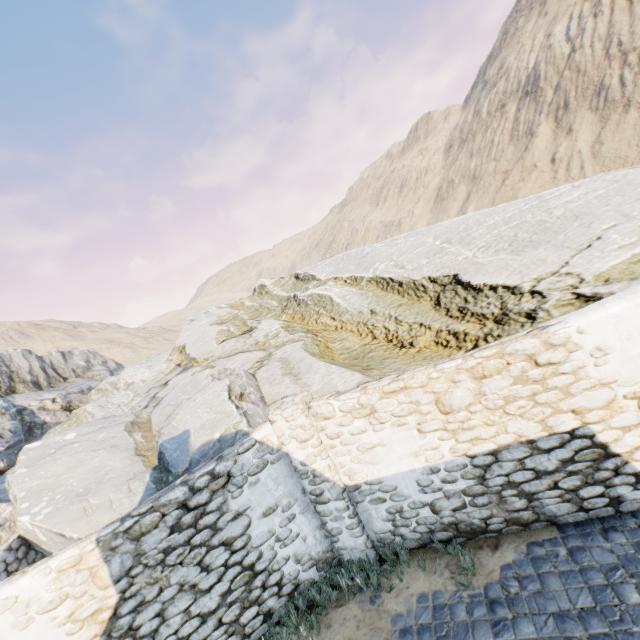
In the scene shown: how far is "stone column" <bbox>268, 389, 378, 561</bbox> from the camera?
5.5m

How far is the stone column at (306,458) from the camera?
5.5 meters

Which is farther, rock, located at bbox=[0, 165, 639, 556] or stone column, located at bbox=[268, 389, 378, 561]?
rock, located at bbox=[0, 165, 639, 556]

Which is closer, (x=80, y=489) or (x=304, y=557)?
(x=304, y=557)

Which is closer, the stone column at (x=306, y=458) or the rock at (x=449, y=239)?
the stone column at (x=306, y=458)
